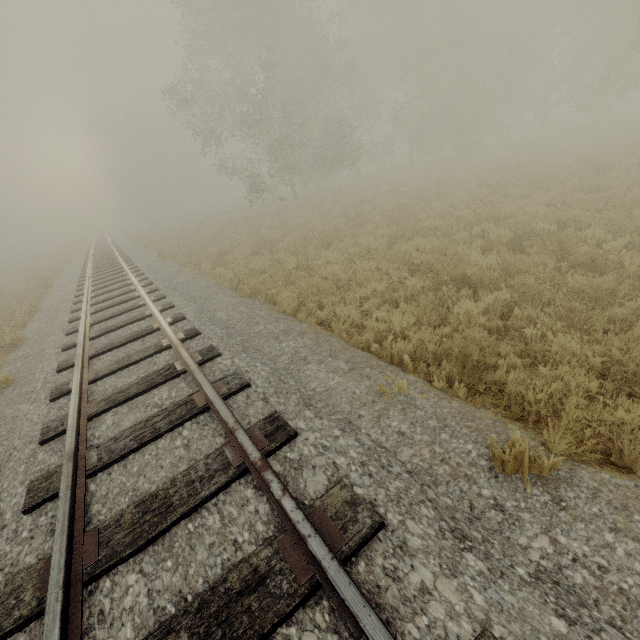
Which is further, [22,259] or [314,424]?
[22,259]
